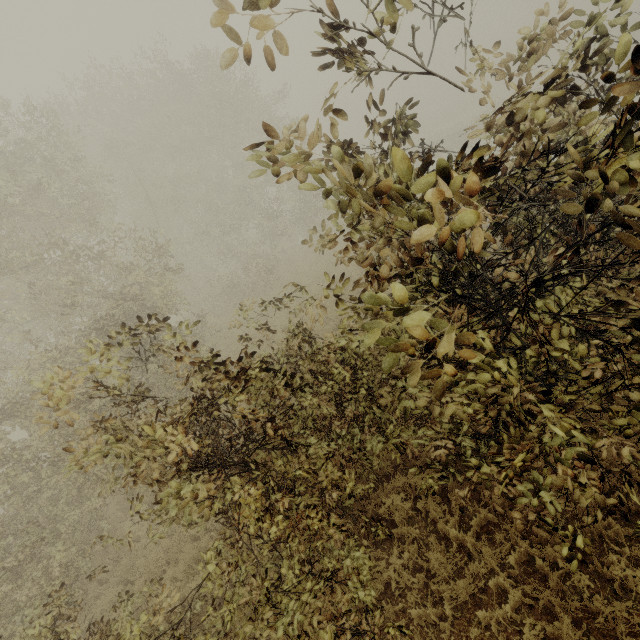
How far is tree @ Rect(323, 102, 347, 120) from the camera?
2.26m

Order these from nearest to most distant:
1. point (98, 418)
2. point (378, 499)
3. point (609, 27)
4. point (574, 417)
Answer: point (574, 417)
point (98, 418)
point (378, 499)
point (609, 27)

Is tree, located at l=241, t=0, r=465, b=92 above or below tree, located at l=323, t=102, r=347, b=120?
above

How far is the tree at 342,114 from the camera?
2.3 meters

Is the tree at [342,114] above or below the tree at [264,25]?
below
